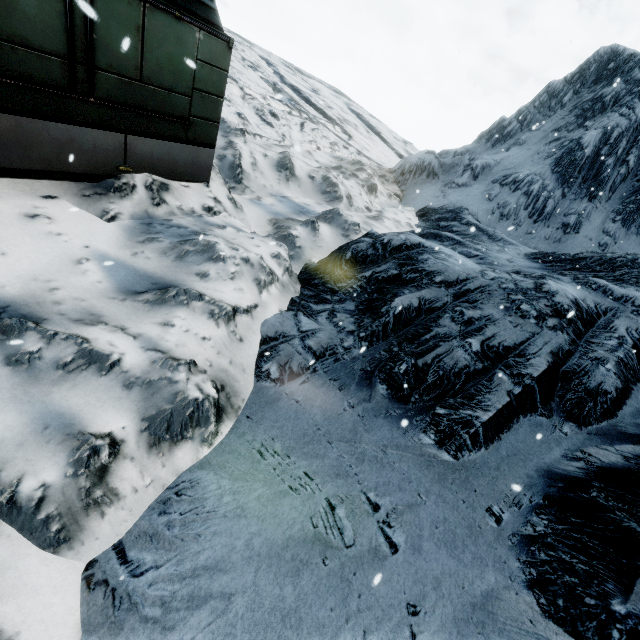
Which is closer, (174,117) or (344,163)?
(174,117)
